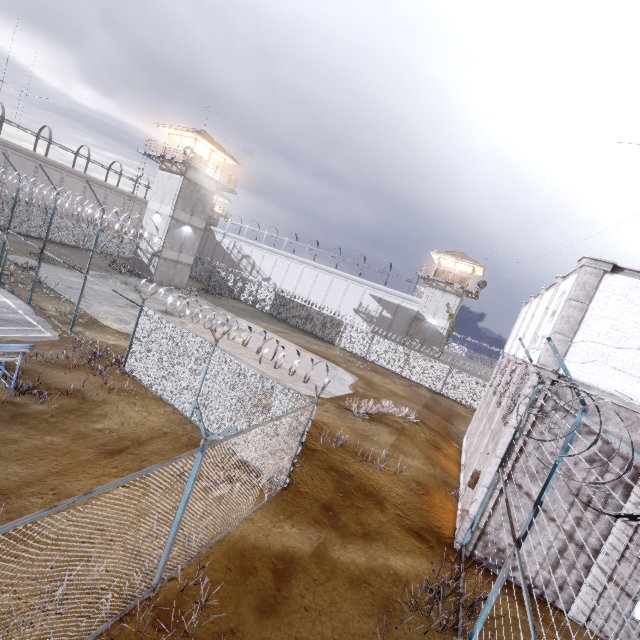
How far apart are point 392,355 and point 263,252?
27.8m

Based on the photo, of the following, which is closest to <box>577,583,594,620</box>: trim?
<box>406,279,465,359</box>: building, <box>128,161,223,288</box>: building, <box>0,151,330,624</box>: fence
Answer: <box>0,151,330,624</box>: fence

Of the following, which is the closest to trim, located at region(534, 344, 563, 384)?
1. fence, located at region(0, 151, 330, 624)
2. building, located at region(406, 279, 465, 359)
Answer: fence, located at region(0, 151, 330, 624)

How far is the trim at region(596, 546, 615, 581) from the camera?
8.3m

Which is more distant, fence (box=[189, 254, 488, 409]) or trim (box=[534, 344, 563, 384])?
fence (box=[189, 254, 488, 409])

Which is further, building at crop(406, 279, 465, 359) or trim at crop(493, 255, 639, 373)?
building at crop(406, 279, 465, 359)

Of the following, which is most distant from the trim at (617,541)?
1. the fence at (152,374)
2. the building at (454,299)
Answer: the building at (454,299)

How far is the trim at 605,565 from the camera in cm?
830
